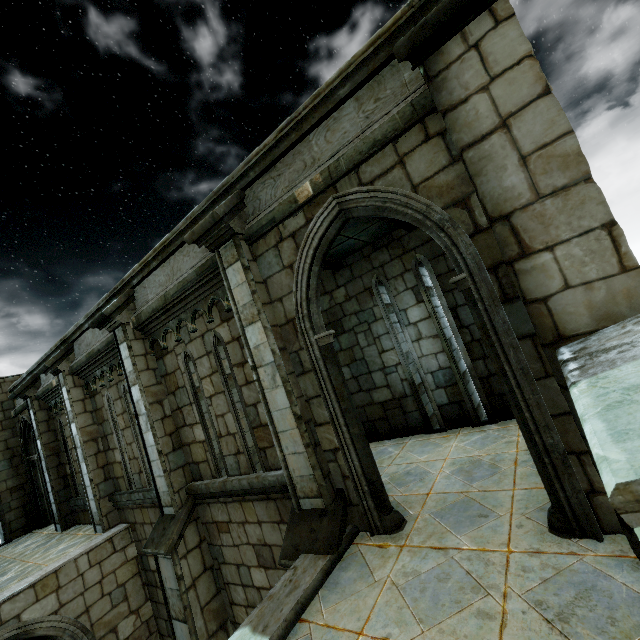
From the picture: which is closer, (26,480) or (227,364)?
(227,364)
